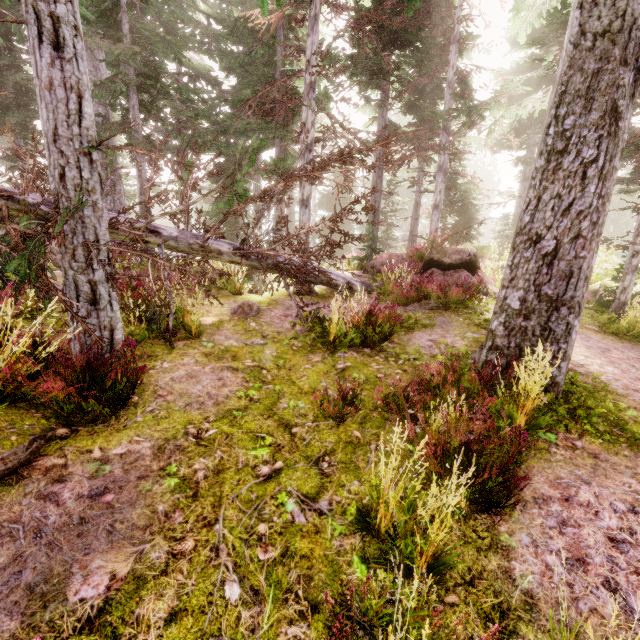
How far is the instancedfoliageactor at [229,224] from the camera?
20.5 meters

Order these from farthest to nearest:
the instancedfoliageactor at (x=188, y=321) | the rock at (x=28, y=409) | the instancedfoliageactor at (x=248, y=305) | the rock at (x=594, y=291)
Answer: the rock at (x=594, y=291)
the instancedfoliageactor at (x=248, y=305)
the instancedfoliageactor at (x=188, y=321)
the rock at (x=28, y=409)

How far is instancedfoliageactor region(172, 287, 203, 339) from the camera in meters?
5.9 m

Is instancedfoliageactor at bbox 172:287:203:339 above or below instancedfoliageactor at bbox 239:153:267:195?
below

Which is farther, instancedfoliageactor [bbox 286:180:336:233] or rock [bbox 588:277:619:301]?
rock [bbox 588:277:619:301]

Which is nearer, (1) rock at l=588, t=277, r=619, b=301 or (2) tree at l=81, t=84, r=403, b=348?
(2) tree at l=81, t=84, r=403, b=348

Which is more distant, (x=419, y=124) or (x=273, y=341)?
(x=419, y=124)

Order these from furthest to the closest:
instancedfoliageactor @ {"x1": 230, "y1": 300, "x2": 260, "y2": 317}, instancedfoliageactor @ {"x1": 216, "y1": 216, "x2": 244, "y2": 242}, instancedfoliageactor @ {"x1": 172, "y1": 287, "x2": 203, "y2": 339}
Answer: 1. instancedfoliageactor @ {"x1": 216, "y1": 216, "x2": 244, "y2": 242}
2. instancedfoliageactor @ {"x1": 230, "y1": 300, "x2": 260, "y2": 317}
3. instancedfoliageactor @ {"x1": 172, "y1": 287, "x2": 203, "y2": 339}
